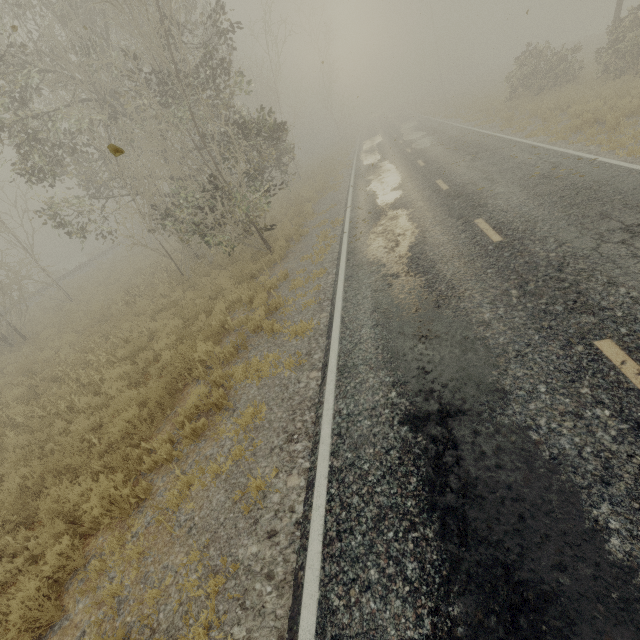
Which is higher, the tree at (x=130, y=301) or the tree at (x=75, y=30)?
the tree at (x=75, y=30)

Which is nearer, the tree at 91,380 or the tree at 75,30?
the tree at 91,380

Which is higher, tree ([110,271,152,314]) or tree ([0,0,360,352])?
tree ([0,0,360,352])

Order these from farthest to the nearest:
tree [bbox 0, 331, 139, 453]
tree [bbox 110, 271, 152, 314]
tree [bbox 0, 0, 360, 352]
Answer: tree [bbox 110, 271, 152, 314]
tree [bbox 0, 0, 360, 352]
tree [bbox 0, 331, 139, 453]

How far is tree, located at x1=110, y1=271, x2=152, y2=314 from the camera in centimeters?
1279cm

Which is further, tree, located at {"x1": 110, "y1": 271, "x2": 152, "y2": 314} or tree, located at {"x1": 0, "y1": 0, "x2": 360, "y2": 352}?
tree, located at {"x1": 110, "y1": 271, "x2": 152, "y2": 314}

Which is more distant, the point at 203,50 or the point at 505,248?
the point at 203,50
